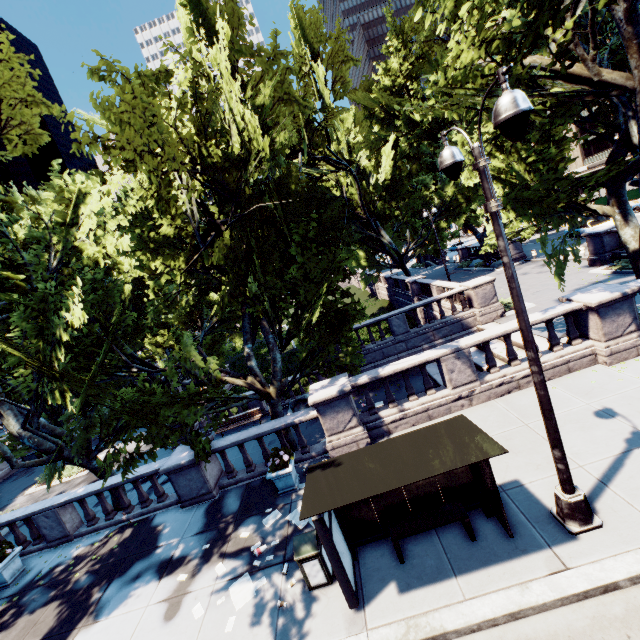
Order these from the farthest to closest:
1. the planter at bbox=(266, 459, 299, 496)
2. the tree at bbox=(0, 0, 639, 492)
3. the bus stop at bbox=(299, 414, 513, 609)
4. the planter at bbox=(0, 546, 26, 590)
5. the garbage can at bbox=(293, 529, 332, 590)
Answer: the planter at bbox=(0, 546, 26, 590) < the planter at bbox=(266, 459, 299, 496) < the tree at bbox=(0, 0, 639, 492) < the garbage can at bbox=(293, 529, 332, 590) < the bus stop at bbox=(299, 414, 513, 609)

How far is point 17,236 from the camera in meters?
7.8

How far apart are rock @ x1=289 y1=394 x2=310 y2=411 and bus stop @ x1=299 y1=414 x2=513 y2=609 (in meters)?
12.14

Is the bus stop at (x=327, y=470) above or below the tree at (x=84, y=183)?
below

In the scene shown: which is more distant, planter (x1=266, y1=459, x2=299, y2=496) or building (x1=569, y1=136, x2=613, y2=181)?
building (x1=569, y1=136, x2=613, y2=181)

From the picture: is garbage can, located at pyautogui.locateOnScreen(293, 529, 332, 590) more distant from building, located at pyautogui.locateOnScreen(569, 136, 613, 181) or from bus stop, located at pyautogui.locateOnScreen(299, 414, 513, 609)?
building, located at pyautogui.locateOnScreen(569, 136, 613, 181)

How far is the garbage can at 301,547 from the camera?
6.39m

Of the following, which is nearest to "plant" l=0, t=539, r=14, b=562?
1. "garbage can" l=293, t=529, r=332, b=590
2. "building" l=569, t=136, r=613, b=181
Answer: "garbage can" l=293, t=529, r=332, b=590
